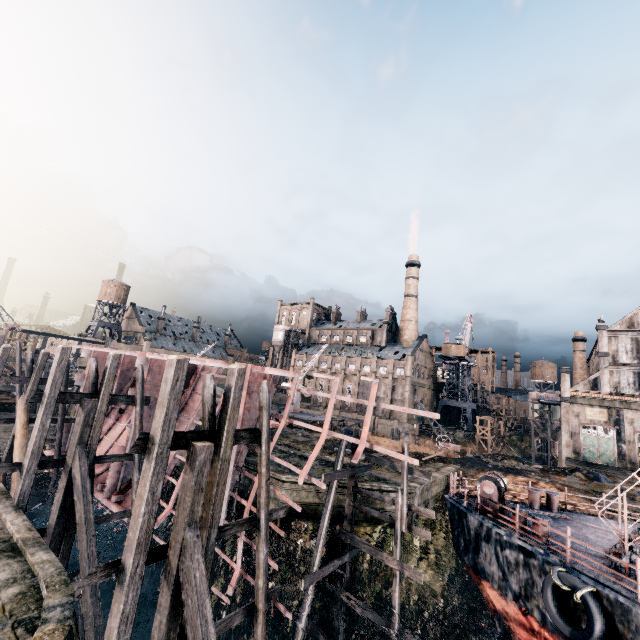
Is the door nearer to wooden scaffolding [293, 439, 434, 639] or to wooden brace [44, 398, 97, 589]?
wooden scaffolding [293, 439, 434, 639]

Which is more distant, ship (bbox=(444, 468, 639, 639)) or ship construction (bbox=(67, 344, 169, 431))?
ship construction (bbox=(67, 344, 169, 431))

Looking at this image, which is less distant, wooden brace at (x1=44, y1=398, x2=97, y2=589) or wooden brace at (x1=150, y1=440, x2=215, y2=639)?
wooden brace at (x1=150, y1=440, x2=215, y2=639)

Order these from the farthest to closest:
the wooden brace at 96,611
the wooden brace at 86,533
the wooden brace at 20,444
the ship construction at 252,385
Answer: the wooden brace at 20,444, the wooden brace at 86,533, the wooden brace at 96,611, the ship construction at 252,385

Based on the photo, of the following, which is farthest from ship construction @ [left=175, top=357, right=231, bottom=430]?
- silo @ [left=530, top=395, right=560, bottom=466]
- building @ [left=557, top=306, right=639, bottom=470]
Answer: silo @ [left=530, top=395, right=560, bottom=466]

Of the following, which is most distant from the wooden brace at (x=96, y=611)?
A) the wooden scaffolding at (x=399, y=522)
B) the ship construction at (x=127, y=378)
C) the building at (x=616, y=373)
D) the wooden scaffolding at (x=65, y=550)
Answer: the building at (x=616, y=373)

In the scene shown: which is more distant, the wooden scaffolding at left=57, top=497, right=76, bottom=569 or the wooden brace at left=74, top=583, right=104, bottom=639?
the wooden scaffolding at left=57, top=497, right=76, bottom=569

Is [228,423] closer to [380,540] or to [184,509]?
[184,509]
